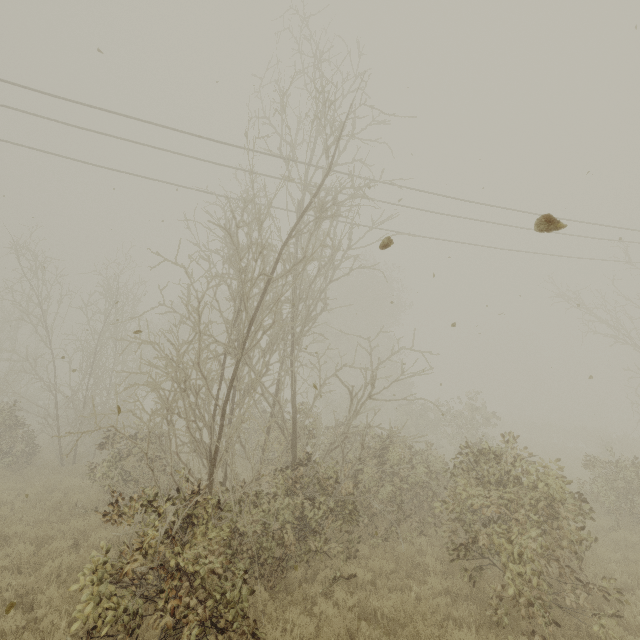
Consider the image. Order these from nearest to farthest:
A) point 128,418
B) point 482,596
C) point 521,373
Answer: point 482,596, point 128,418, point 521,373

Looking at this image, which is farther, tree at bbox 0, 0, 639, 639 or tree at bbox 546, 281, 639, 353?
tree at bbox 546, 281, 639, 353

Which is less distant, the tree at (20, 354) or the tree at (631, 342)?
the tree at (20, 354)
